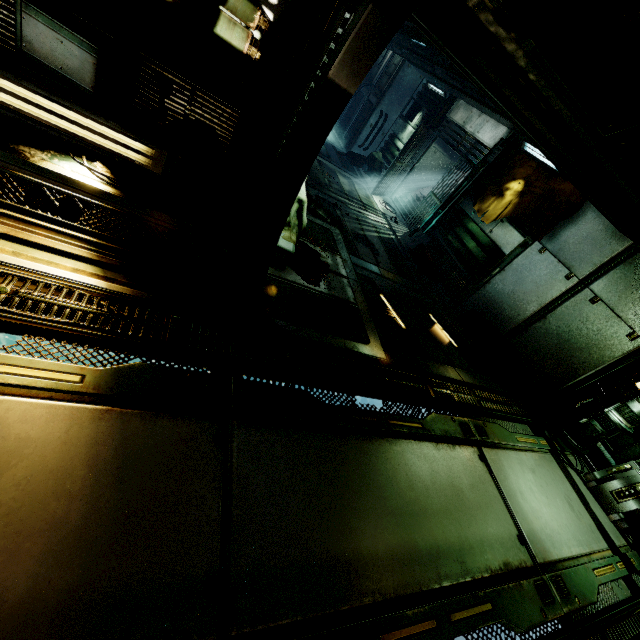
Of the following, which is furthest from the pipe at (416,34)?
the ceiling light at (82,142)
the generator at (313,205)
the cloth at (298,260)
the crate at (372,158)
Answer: the ceiling light at (82,142)

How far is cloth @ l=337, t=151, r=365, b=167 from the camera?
14.8m

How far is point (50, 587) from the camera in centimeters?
164cm

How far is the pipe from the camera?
10.21m

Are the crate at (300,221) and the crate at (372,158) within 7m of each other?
no

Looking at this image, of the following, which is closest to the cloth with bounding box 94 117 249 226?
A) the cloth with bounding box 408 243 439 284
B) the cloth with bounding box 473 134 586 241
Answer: the cloth with bounding box 408 243 439 284

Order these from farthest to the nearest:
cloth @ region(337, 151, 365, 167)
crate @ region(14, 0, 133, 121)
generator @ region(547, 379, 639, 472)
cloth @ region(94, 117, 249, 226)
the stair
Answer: cloth @ region(337, 151, 365, 167) → the stair → generator @ region(547, 379, 639, 472) → cloth @ region(94, 117, 249, 226) → crate @ region(14, 0, 133, 121)

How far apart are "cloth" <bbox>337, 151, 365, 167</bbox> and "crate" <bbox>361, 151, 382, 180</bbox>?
0.0m
